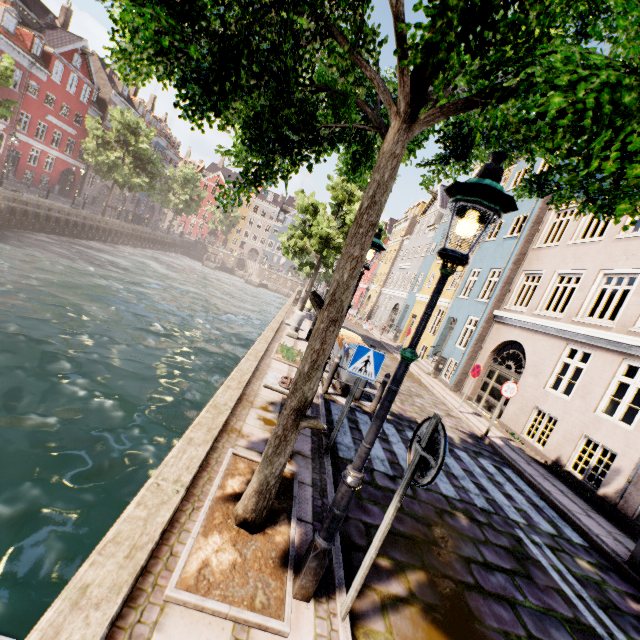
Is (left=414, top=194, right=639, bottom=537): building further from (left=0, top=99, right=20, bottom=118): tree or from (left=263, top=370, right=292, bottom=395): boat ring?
(left=263, top=370, right=292, bottom=395): boat ring

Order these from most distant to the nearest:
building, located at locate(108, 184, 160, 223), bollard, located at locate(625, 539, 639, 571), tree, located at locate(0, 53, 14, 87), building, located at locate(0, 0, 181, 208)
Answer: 1. building, located at locate(108, 184, 160, 223)
2. building, located at locate(0, 0, 181, 208)
3. tree, located at locate(0, 53, 14, 87)
4. bollard, located at locate(625, 539, 639, 571)

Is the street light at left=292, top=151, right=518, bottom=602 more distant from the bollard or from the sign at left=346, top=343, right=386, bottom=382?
the bollard

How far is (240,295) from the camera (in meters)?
35.16

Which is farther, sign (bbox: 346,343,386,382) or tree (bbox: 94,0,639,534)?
sign (bbox: 346,343,386,382)

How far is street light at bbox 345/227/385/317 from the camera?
6.2 meters

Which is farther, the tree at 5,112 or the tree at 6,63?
the tree at 5,112

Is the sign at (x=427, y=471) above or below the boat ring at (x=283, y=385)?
above
